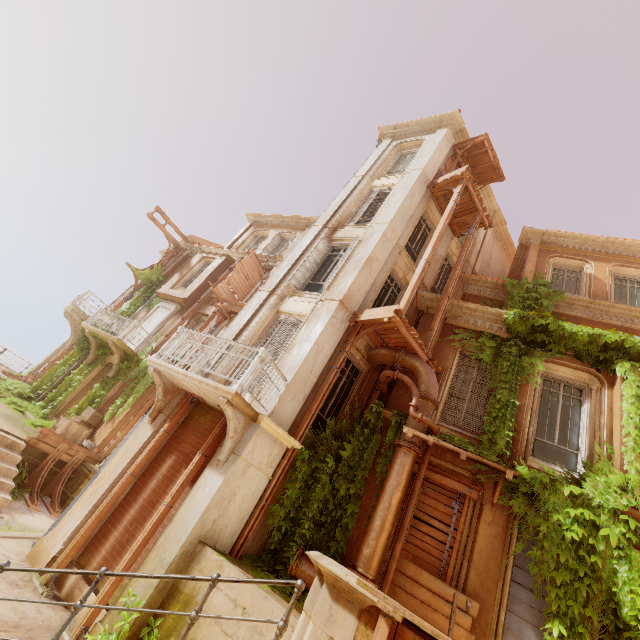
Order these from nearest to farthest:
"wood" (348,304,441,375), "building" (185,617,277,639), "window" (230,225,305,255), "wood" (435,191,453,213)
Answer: "building" (185,617,277,639) < "wood" (348,304,441,375) < "wood" (435,191,453,213) < "window" (230,225,305,255)

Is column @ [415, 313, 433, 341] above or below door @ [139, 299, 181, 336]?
above

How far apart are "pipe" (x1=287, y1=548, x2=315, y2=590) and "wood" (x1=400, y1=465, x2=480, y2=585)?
0.3m

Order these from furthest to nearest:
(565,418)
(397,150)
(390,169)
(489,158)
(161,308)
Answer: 1. (161,308)
2. (397,150)
3. (390,169)
4. (489,158)
5. (565,418)

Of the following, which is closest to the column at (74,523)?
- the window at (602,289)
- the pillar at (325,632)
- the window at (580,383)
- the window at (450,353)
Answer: the window at (450,353)

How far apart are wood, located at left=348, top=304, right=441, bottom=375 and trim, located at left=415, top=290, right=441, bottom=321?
2.0 meters

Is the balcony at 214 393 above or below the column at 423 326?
below
